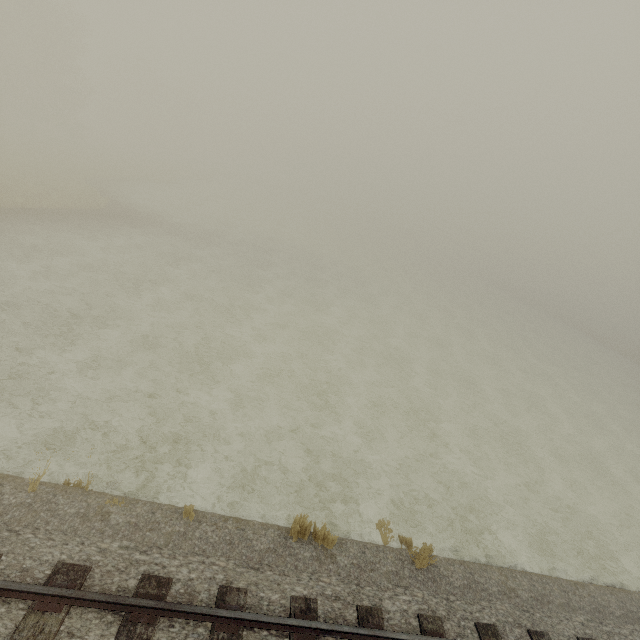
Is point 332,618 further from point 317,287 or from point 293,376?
point 317,287
